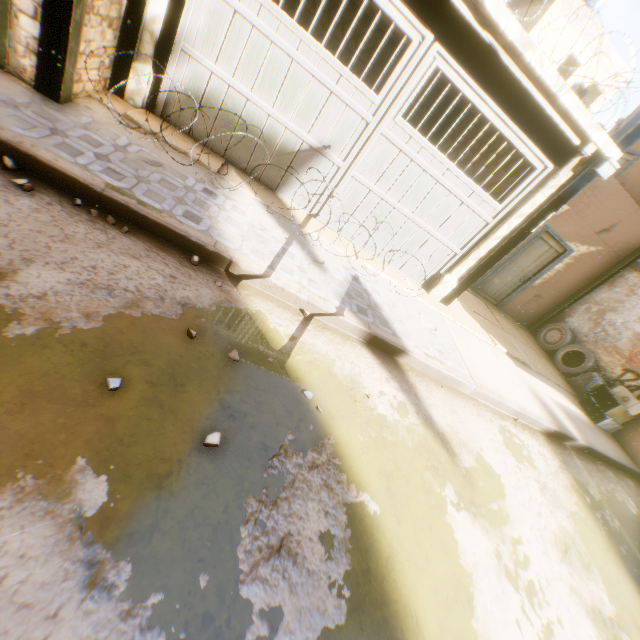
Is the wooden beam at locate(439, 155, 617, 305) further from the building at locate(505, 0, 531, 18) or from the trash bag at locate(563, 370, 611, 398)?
the trash bag at locate(563, 370, 611, 398)

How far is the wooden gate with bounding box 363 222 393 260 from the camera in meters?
6.2 m

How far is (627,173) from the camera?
10.5m

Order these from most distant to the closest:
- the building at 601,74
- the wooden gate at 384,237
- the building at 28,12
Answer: the building at 601,74 < the wooden gate at 384,237 < the building at 28,12

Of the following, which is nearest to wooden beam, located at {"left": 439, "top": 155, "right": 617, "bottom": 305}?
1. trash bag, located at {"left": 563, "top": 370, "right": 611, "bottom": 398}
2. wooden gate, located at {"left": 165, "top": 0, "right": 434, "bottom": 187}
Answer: wooden gate, located at {"left": 165, "top": 0, "right": 434, "bottom": 187}

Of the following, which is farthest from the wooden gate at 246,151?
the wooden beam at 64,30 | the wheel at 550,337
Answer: the wheel at 550,337

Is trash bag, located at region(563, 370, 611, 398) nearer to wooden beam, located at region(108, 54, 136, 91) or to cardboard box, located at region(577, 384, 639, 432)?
cardboard box, located at region(577, 384, 639, 432)
